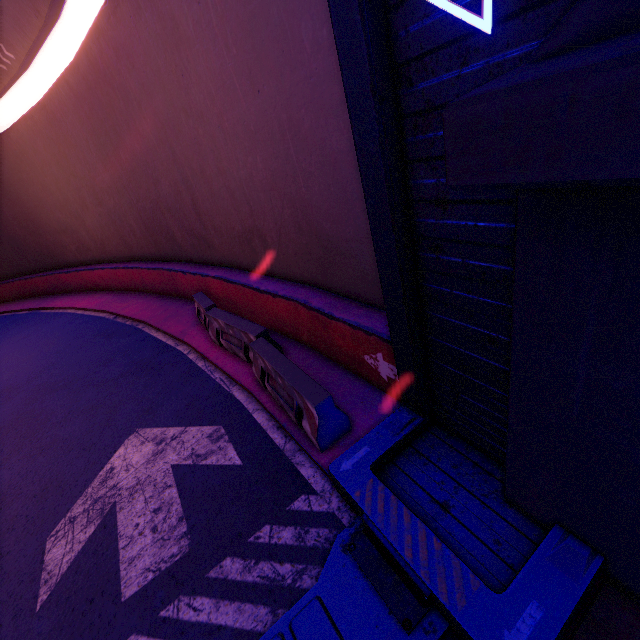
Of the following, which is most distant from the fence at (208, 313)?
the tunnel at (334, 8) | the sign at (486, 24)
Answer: the sign at (486, 24)

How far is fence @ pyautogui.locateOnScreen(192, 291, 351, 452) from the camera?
4.7m

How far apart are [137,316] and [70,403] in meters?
4.5

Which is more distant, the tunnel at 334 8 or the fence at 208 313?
the fence at 208 313

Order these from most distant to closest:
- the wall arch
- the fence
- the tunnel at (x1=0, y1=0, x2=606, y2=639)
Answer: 1. the fence
2. the tunnel at (x1=0, y1=0, x2=606, y2=639)
3. the wall arch

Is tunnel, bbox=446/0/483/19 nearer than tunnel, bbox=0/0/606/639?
Yes

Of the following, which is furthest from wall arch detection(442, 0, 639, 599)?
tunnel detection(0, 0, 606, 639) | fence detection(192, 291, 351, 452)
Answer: fence detection(192, 291, 351, 452)

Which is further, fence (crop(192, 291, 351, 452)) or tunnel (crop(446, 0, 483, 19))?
fence (crop(192, 291, 351, 452))
